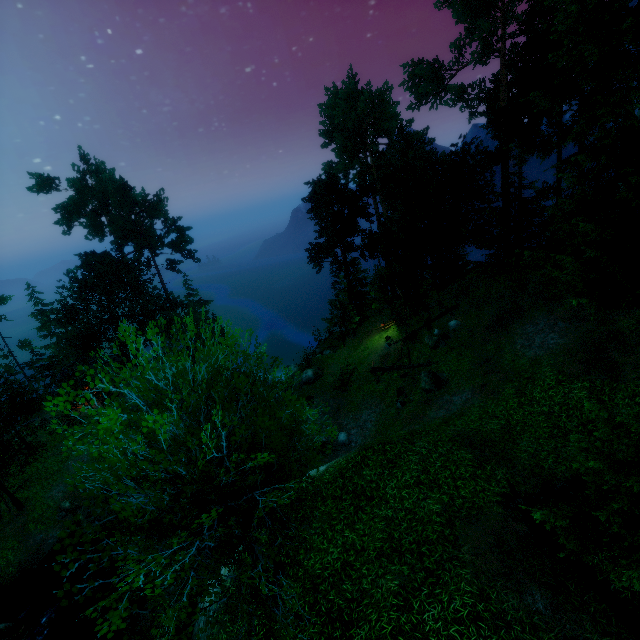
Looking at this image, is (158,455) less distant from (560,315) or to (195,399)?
(195,399)

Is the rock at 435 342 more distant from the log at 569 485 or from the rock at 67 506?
the rock at 67 506

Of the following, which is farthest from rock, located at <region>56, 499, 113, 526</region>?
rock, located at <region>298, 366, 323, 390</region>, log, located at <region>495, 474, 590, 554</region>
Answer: log, located at <region>495, 474, 590, 554</region>

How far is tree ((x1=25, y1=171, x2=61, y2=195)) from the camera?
32.6 meters

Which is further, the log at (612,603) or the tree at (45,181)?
the tree at (45,181)

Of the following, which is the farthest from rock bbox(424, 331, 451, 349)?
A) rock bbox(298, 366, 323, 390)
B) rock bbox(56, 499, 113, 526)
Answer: rock bbox(56, 499, 113, 526)

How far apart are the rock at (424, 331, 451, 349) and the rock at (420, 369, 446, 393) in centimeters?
330cm

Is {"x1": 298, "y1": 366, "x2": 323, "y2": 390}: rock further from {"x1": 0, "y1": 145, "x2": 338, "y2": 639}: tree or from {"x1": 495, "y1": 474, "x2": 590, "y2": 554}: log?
{"x1": 495, "y1": 474, "x2": 590, "y2": 554}: log
